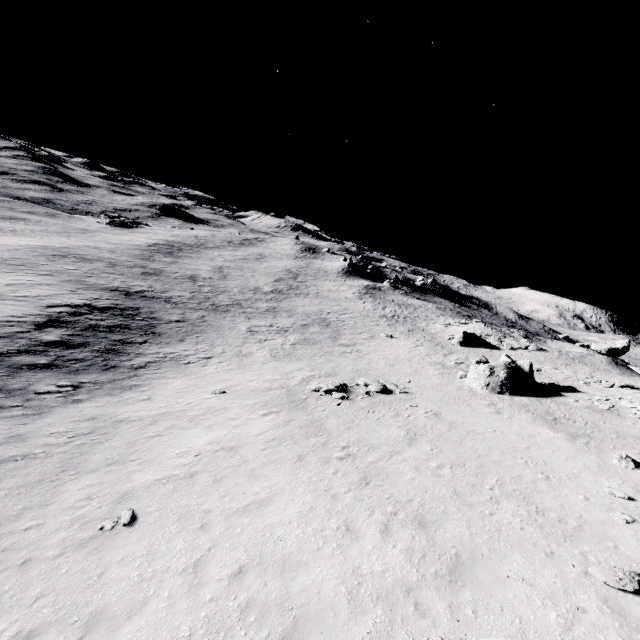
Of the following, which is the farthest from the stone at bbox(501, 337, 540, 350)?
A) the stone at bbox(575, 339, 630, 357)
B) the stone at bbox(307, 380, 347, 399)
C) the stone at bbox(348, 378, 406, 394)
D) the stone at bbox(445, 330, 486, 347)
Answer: the stone at bbox(307, 380, 347, 399)

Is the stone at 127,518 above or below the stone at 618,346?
below

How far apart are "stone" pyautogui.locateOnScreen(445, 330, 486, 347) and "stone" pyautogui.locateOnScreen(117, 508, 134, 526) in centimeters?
4318cm

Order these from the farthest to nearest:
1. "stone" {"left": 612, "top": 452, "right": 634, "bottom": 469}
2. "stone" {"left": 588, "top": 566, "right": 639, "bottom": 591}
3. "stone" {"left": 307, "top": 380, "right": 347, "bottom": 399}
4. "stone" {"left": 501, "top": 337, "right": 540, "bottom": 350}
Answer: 1. "stone" {"left": 501, "top": 337, "right": 540, "bottom": 350}
2. "stone" {"left": 307, "top": 380, "right": 347, "bottom": 399}
3. "stone" {"left": 612, "top": 452, "right": 634, "bottom": 469}
4. "stone" {"left": 588, "top": 566, "right": 639, "bottom": 591}

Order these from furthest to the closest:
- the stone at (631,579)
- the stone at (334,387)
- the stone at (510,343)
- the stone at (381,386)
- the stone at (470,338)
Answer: the stone at (470,338) < the stone at (510,343) < the stone at (381,386) < the stone at (334,387) < the stone at (631,579)

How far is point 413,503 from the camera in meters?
10.6

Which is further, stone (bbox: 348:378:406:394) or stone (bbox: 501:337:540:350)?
stone (bbox: 501:337:540:350)

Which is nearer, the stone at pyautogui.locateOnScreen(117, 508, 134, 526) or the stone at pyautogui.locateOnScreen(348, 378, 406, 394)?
the stone at pyautogui.locateOnScreen(117, 508, 134, 526)
